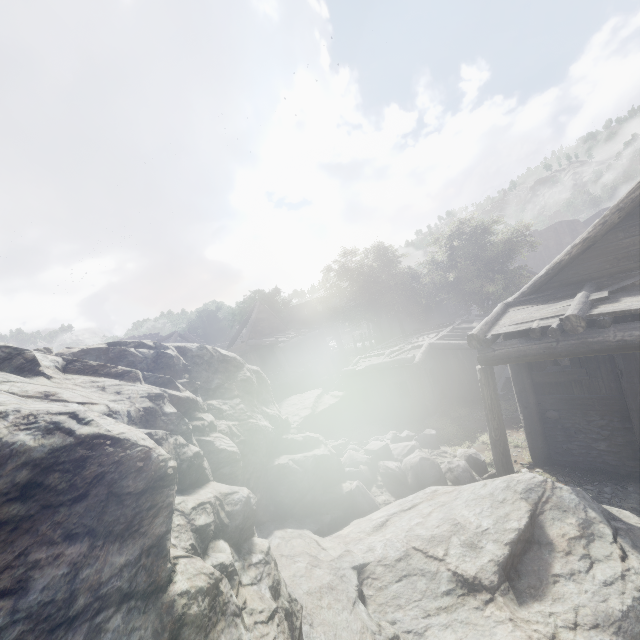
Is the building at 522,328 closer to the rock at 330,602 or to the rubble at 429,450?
the rock at 330,602

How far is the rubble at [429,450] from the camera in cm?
866

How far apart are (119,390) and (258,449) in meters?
4.5 m

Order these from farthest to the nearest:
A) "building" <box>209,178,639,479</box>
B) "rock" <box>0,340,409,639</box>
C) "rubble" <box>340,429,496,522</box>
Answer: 1. "rubble" <box>340,429,496,522</box>
2. "building" <box>209,178,639,479</box>
3. "rock" <box>0,340,409,639</box>

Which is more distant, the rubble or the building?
the rubble

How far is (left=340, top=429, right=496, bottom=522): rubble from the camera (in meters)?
8.66

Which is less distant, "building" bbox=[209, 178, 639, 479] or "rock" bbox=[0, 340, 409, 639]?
"rock" bbox=[0, 340, 409, 639]

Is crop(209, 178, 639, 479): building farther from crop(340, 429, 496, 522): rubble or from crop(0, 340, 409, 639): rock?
crop(340, 429, 496, 522): rubble
